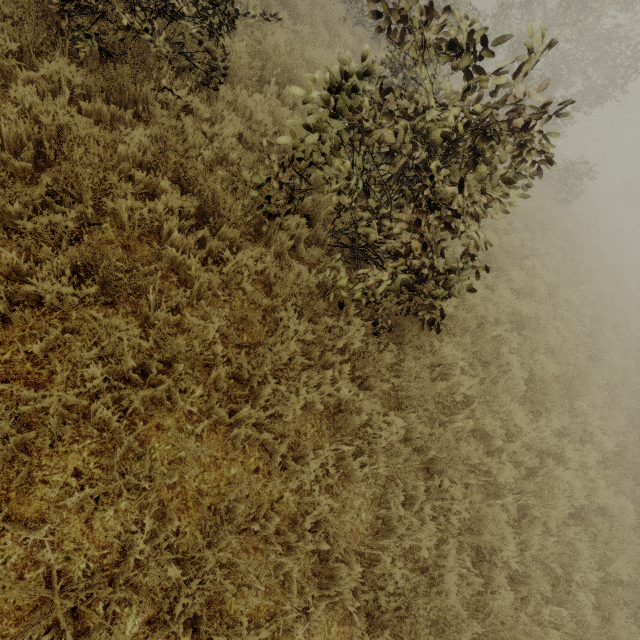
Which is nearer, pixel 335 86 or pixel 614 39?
pixel 335 86
